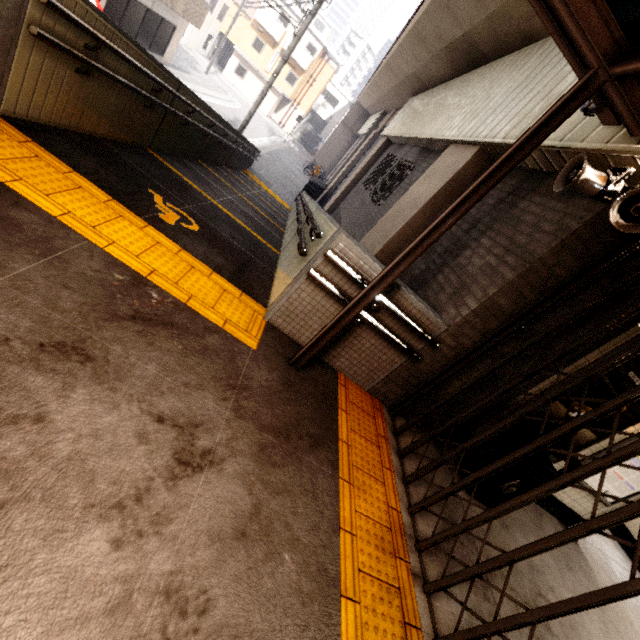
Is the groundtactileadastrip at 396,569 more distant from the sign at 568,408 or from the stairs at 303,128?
the stairs at 303,128

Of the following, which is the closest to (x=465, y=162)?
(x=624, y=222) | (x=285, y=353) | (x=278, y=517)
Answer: (x=624, y=222)

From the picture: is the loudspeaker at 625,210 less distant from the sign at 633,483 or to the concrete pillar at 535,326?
the concrete pillar at 535,326

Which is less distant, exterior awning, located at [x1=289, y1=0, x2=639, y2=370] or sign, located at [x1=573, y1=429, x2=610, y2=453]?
exterior awning, located at [x1=289, y1=0, x2=639, y2=370]

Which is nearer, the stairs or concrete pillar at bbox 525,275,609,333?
concrete pillar at bbox 525,275,609,333

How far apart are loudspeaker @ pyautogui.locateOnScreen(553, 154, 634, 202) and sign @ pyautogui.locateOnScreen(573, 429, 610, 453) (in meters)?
1.63

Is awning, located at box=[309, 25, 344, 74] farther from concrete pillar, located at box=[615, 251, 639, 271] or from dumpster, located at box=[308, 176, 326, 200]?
concrete pillar, located at box=[615, 251, 639, 271]

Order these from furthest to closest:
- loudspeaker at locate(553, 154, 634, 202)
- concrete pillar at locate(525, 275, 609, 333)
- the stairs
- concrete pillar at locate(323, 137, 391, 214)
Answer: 1. the stairs
2. concrete pillar at locate(323, 137, 391, 214)
3. concrete pillar at locate(525, 275, 609, 333)
4. loudspeaker at locate(553, 154, 634, 202)
